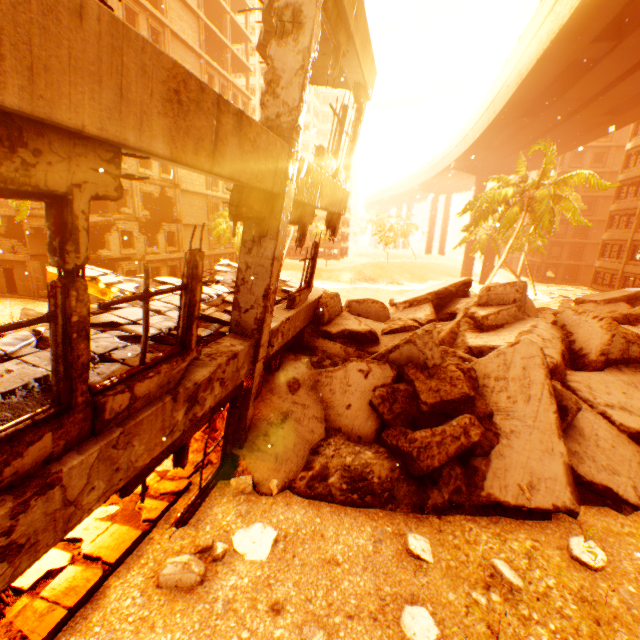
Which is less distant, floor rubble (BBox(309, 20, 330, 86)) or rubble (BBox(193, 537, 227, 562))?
rubble (BBox(193, 537, 227, 562))

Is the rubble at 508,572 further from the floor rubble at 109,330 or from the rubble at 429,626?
the floor rubble at 109,330

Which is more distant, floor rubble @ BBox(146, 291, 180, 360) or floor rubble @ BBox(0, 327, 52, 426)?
floor rubble @ BBox(146, 291, 180, 360)

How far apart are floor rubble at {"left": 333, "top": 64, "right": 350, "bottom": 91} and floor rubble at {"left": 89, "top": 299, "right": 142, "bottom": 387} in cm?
556

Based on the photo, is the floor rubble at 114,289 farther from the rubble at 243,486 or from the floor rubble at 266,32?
the floor rubble at 266,32

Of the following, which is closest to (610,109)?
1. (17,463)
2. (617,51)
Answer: (617,51)

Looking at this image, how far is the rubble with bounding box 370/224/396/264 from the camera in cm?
5556

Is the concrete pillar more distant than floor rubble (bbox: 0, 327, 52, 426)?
Yes
